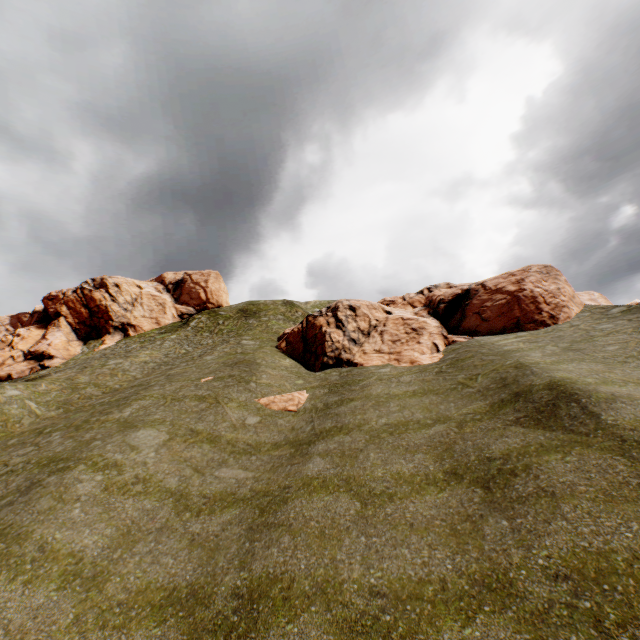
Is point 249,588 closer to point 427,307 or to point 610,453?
point 610,453

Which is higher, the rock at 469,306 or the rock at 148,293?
the rock at 148,293

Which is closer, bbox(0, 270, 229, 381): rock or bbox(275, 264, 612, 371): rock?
bbox(275, 264, 612, 371): rock

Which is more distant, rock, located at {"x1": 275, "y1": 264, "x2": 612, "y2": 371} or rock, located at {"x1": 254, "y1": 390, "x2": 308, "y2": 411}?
rock, located at {"x1": 275, "y1": 264, "x2": 612, "y2": 371}

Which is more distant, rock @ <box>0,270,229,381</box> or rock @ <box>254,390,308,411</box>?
rock @ <box>0,270,229,381</box>

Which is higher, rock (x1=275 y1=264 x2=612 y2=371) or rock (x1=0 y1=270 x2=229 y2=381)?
rock (x1=0 y1=270 x2=229 y2=381)

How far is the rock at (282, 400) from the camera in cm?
1742

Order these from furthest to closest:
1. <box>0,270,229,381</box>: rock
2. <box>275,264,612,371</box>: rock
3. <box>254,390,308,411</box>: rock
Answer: <box>0,270,229,381</box>: rock → <box>275,264,612,371</box>: rock → <box>254,390,308,411</box>: rock
